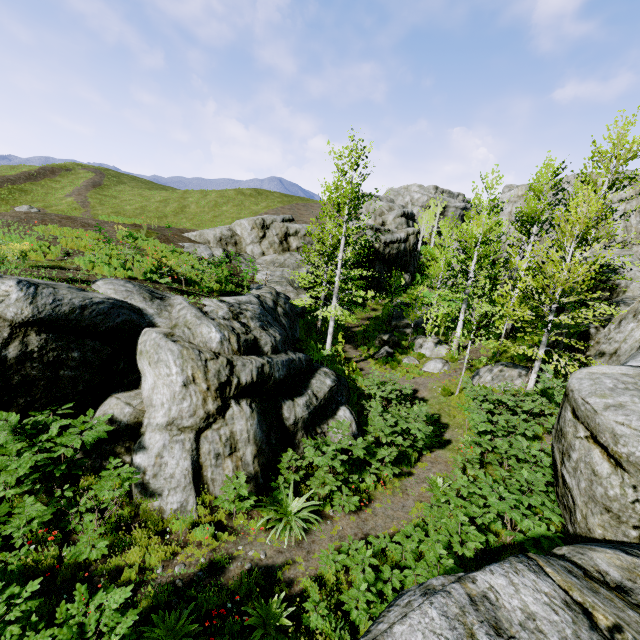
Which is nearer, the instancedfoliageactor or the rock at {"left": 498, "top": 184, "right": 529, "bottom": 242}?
the instancedfoliageactor

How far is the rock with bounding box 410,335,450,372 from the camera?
17.48m

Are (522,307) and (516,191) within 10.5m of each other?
no

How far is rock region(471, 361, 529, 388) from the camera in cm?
1473

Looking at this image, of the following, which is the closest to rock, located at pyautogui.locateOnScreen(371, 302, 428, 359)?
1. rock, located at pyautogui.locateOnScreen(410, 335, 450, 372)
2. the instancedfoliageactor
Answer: the instancedfoliageactor

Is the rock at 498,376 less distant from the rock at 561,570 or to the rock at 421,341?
the rock at 421,341

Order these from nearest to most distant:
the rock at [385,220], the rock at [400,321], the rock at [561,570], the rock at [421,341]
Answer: the rock at [561,570] < the rock at [421,341] < the rock at [400,321] < the rock at [385,220]

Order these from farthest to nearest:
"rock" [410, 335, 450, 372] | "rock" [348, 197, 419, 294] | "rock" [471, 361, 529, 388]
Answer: "rock" [348, 197, 419, 294] → "rock" [410, 335, 450, 372] → "rock" [471, 361, 529, 388]
